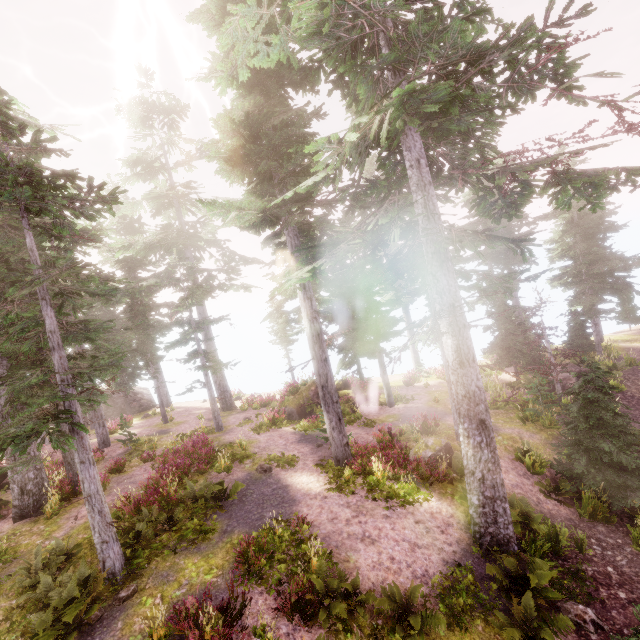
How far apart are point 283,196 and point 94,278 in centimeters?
624cm

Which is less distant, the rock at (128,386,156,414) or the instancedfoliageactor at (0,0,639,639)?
the instancedfoliageactor at (0,0,639,639)

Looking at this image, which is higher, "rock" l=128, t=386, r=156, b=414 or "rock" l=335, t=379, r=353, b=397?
"rock" l=128, t=386, r=156, b=414

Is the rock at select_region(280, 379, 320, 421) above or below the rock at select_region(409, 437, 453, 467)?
above

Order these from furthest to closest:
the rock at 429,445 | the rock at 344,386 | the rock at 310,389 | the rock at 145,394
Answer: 1. the rock at 145,394
2. the rock at 344,386
3. the rock at 310,389
4. the rock at 429,445

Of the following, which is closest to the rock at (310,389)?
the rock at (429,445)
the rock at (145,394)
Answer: the rock at (429,445)

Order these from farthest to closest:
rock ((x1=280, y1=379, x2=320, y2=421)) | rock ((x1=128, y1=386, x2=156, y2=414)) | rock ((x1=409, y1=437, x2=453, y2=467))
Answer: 1. rock ((x1=128, y1=386, x2=156, y2=414))
2. rock ((x1=280, y1=379, x2=320, y2=421))
3. rock ((x1=409, y1=437, x2=453, y2=467))

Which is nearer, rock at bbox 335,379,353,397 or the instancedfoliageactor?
the instancedfoliageactor
